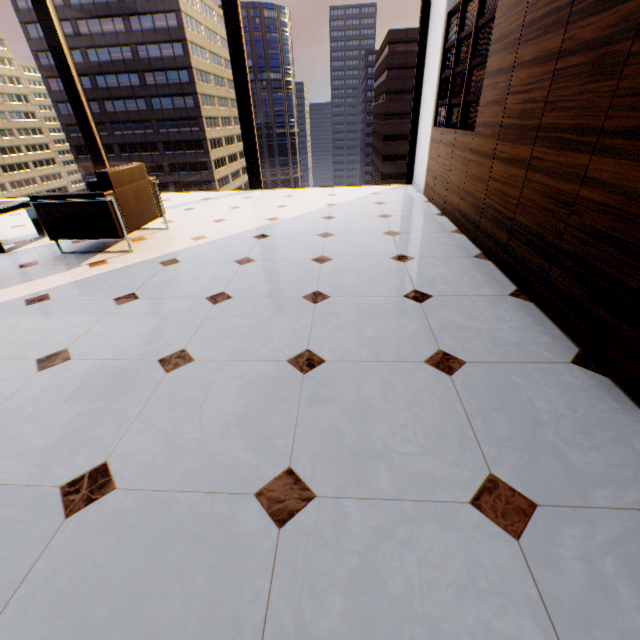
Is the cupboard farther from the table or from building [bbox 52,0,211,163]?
building [bbox 52,0,211,163]

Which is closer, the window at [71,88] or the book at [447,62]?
the book at [447,62]

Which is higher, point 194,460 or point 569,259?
point 569,259

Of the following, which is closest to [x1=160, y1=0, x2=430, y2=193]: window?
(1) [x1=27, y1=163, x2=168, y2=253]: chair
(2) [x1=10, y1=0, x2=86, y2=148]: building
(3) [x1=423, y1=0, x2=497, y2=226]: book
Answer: (3) [x1=423, y1=0, x2=497, y2=226]: book

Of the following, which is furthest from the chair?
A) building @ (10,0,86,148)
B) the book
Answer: building @ (10,0,86,148)

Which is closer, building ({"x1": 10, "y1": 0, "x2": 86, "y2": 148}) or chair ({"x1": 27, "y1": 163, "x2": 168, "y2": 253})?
chair ({"x1": 27, "y1": 163, "x2": 168, "y2": 253})

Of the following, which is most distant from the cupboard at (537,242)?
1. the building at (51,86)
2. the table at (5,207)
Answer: the building at (51,86)

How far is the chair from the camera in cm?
313
